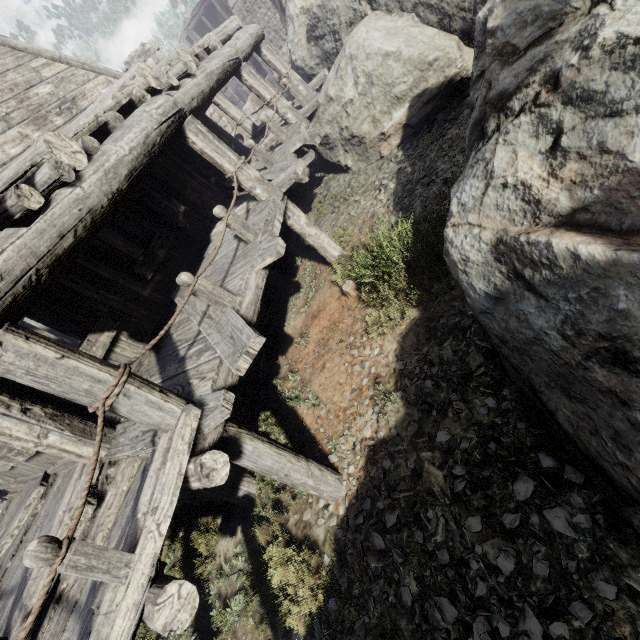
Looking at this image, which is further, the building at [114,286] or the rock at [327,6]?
the rock at [327,6]

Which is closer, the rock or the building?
the building

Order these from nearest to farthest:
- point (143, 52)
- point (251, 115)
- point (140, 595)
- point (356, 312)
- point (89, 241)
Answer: point (140, 595)
point (89, 241)
point (356, 312)
point (143, 52)
point (251, 115)
